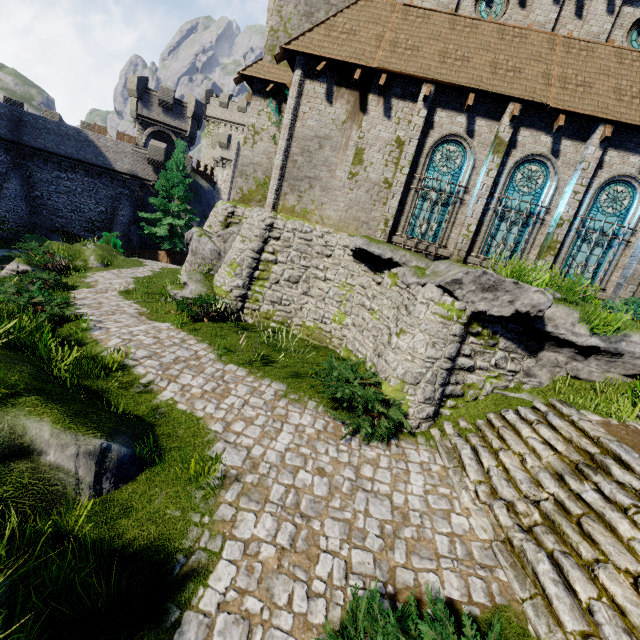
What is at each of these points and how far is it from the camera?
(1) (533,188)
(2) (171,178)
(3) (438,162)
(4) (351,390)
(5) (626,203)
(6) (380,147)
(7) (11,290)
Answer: (1) window glass, 11.80m
(2) tree, 27.00m
(3) window glass, 12.13m
(4) bush, 7.62m
(5) window glass, 11.42m
(6) building, 12.27m
(7) bush, 9.27m

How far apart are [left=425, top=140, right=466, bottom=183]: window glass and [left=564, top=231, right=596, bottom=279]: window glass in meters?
4.5 m

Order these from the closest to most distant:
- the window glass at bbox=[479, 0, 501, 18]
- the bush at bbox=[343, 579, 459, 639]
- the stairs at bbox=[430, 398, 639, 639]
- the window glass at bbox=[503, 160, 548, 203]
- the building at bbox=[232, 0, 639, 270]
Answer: the bush at bbox=[343, 579, 459, 639] → the stairs at bbox=[430, 398, 639, 639] → the building at bbox=[232, 0, 639, 270] → the window glass at bbox=[503, 160, 548, 203] → the window glass at bbox=[479, 0, 501, 18]

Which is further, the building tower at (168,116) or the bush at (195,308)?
the building tower at (168,116)

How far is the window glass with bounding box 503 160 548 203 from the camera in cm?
1164

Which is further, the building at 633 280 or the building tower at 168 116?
the building tower at 168 116

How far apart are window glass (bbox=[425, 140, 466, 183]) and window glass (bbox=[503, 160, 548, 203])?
1.5 meters

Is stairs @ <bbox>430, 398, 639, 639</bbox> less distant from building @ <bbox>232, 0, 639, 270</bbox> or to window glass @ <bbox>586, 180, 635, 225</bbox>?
building @ <bbox>232, 0, 639, 270</bbox>
